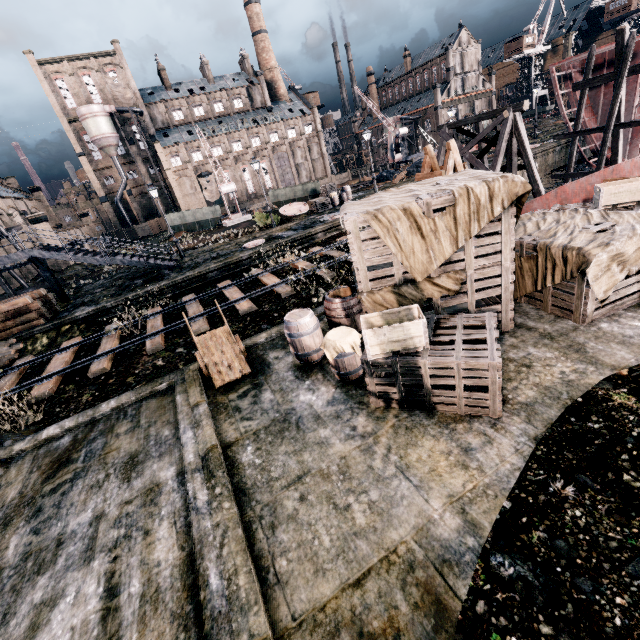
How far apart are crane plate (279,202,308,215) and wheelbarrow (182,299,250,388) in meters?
23.7 m

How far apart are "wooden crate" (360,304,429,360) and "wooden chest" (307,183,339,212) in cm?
2611

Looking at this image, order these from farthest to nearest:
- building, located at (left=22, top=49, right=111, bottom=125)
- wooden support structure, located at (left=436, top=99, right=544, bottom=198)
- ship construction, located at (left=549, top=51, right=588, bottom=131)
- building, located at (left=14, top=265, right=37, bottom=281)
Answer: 1. building, located at (left=22, top=49, right=111, bottom=125)
2. building, located at (left=14, top=265, right=37, bottom=281)
3. ship construction, located at (left=549, top=51, right=588, bottom=131)
4. wooden support structure, located at (left=436, top=99, right=544, bottom=198)

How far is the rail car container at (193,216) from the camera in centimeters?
4719cm

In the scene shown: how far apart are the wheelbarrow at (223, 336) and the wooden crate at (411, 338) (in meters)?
3.71

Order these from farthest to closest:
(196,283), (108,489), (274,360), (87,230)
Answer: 1. (87,230)
2. (196,283)
3. (274,360)
4. (108,489)

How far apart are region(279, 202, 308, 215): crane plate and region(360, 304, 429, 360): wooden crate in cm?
2721

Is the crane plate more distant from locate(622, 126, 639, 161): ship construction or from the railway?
locate(622, 126, 639, 161): ship construction
